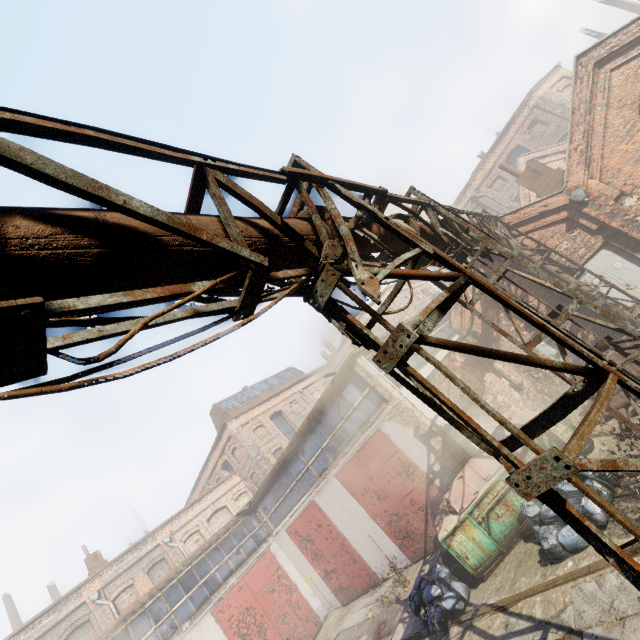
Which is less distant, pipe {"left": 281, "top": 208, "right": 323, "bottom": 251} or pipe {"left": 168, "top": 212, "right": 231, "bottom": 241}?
pipe {"left": 168, "top": 212, "right": 231, "bottom": 241}

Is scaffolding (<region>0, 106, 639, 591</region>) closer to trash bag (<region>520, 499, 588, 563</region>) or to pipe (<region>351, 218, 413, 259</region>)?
pipe (<region>351, 218, 413, 259</region>)

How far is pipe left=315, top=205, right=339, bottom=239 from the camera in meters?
3.5

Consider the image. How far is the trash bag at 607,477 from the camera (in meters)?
6.57

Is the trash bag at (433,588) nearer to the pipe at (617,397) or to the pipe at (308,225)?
the pipe at (617,397)

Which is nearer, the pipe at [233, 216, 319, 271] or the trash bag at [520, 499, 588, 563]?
the pipe at [233, 216, 319, 271]

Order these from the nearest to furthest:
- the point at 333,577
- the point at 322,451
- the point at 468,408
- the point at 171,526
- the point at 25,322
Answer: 1. the point at 25,322
2. the point at 468,408
3. the point at 322,451
4. the point at 333,577
5. the point at 171,526

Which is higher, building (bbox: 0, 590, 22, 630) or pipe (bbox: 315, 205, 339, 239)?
building (bbox: 0, 590, 22, 630)
